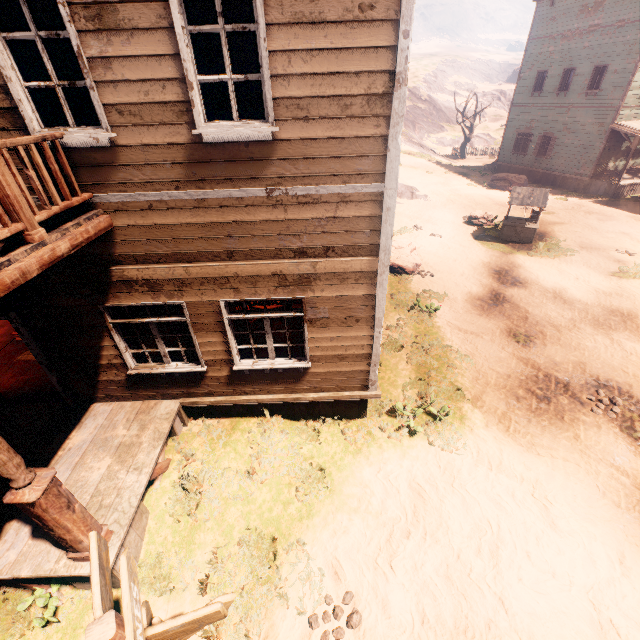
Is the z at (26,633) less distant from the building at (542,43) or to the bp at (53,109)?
the building at (542,43)

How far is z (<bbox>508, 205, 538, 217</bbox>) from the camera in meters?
18.8

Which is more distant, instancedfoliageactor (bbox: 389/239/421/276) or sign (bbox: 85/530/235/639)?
instancedfoliageactor (bbox: 389/239/421/276)

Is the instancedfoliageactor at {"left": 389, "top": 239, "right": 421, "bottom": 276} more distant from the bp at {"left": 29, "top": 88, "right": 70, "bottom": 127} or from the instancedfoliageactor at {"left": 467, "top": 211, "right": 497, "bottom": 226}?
the bp at {"left": 29, "top": 88, "right": 70, "bottom": 127}

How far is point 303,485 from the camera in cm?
608

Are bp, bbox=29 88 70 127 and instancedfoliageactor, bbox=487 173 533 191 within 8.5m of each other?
no

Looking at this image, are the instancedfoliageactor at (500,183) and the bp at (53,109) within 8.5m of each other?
no

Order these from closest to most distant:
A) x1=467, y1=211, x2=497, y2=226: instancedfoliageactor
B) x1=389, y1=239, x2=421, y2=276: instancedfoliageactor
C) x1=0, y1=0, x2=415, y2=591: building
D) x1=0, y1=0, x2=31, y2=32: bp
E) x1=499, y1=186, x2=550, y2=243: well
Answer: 1. x1=0, y1=0, x2=415, y2=591: building
2. x1=0, y1=0, x2=31, y2=32: bp
3. x1=389, y1=239, x2=421, y2=276: instancedfoliageactor
4. x1=499, y1=186, x2=550, y2=243: well
5. x1=467, y1=211, x2=497, y2=226: instancedfoliageactor
